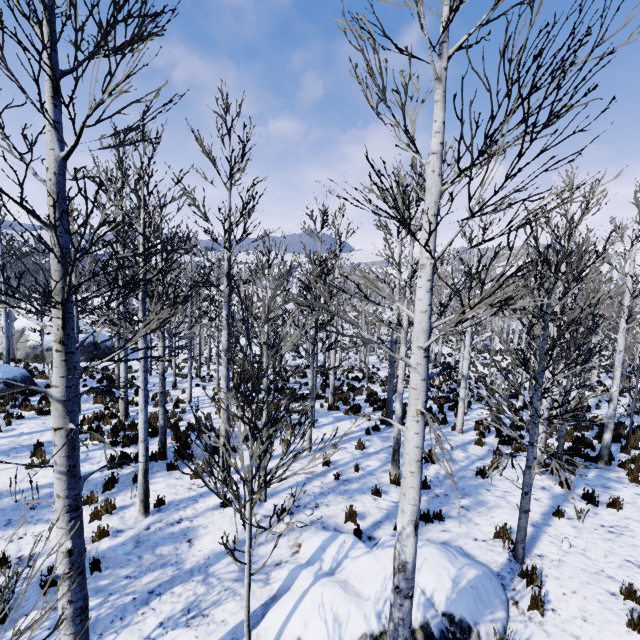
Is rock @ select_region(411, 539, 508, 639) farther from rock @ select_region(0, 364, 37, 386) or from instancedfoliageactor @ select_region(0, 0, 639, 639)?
rock @ select_region(0, 364, 37, 386)

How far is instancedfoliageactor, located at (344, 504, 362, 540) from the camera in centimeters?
652cm

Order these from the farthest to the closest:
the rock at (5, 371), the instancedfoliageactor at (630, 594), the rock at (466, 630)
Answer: the rock at (5, 371)
the instancedfoliageactor at (630, 594)
the rock at (466, 630)

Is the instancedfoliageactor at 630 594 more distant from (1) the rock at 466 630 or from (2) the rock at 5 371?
(2) the rock at 5 371

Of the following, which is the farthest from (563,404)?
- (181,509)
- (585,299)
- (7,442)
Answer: (7,442)

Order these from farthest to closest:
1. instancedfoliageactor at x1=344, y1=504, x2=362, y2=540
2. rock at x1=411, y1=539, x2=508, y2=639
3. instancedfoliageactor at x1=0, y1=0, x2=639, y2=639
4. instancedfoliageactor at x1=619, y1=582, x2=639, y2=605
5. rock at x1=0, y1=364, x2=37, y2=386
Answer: rock at x1=0, y1=364, x2=37, y2=386 → instancedfoliageactor at x1=344, y1=504, x2=362, y2=540 → instancedfoliageactor at x1=619, y1=582, x2=639, y2=605 → rock at x1=411, y1=539, x2=508, y2=639 → instancedfoliageactor at x1=0, y1=0, x2=639, y2=639

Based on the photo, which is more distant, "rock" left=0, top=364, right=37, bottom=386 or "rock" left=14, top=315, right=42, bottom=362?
"rock" left=14, top=315, right=42, bottom=362
